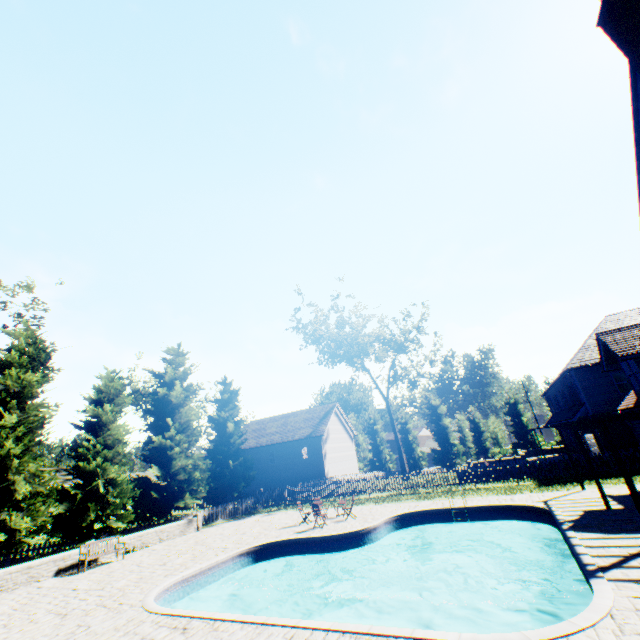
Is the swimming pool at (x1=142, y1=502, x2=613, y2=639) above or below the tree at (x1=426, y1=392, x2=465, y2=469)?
below

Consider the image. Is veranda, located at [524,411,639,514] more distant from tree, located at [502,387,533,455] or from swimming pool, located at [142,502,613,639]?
tree, located at [502,387,533,455]

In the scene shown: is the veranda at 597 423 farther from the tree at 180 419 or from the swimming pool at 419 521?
the tree at 180 419

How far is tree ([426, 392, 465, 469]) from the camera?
48.62m

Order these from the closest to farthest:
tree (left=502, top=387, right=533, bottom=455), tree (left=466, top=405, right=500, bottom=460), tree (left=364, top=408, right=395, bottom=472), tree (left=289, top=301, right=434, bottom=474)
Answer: tree (left=289, top=301, right=434, bottom=474), tree (left=502, top=387, right=533, bottom=455), tree (left=466, top=405, right=500, bottom=460), tree (left=364, top=408, right=395, bottom=472)

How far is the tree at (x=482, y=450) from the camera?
46.84m

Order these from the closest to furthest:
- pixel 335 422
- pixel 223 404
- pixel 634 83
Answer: pixel 634 83, pixel 223 404, pixel 335 422
